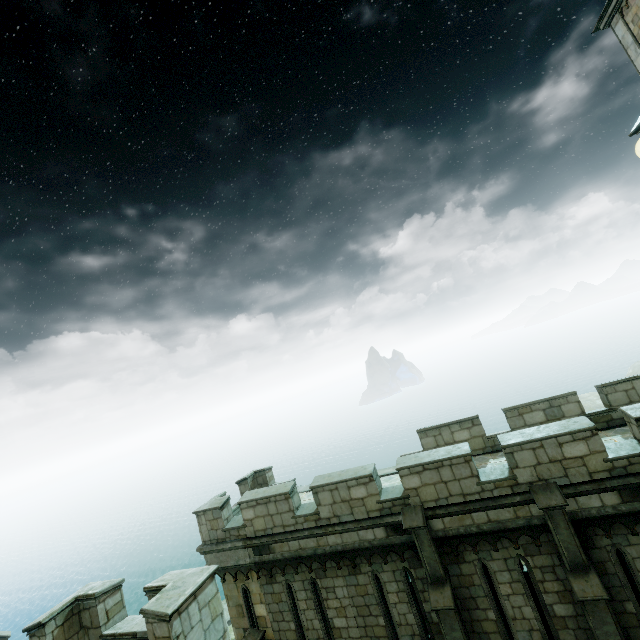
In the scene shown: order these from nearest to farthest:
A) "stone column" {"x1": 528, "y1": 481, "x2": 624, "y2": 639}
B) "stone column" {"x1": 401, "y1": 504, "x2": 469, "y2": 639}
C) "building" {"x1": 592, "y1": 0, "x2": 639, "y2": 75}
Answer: "stone column" {"x1": 528, "y1": 481, "x2": 624, "y2": 639}, "stone column" {"x1": 401, "y1": 504, "x2": 469, "y2": 639}, "building" {"x1": 592, "y1": 0, "x2": 639, "y2": 75}

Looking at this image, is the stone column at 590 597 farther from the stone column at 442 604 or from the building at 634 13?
the building at 634 13

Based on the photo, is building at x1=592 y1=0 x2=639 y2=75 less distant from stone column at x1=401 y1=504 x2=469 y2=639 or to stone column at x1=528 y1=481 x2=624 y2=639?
stone column at x1=401 y1=504 x2=469 y2=639

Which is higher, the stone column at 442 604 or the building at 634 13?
the building at 634 13

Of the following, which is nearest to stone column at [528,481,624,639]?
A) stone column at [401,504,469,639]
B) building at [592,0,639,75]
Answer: stone column at [401,504,469,639]

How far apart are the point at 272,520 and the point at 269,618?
3.5 meters
